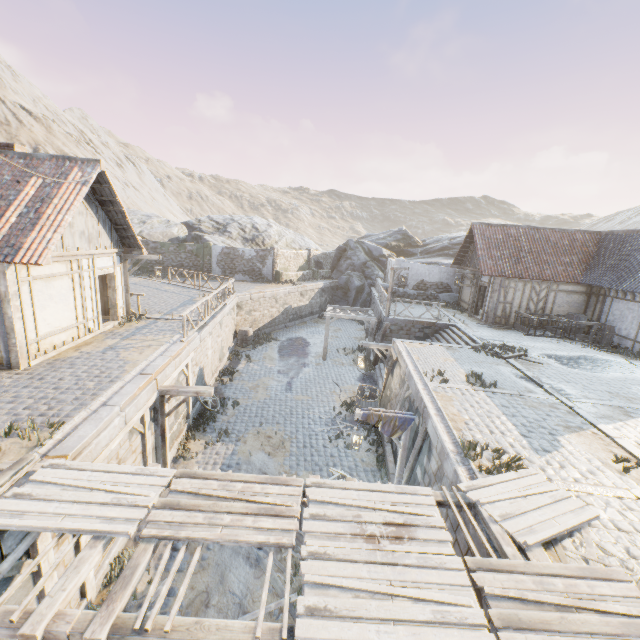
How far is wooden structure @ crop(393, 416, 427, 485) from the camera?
8.63m

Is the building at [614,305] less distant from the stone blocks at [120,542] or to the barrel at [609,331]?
the barrel at [609,331]

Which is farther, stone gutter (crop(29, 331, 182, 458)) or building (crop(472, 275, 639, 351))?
building (crop(472, 275, 639, 351))

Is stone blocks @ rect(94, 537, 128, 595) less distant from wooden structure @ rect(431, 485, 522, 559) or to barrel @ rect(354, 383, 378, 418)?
wooden structure @ rect(431, 485, 522, 559)

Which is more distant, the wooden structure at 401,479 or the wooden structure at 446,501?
the wooden structure at 401,479

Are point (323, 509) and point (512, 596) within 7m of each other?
yes

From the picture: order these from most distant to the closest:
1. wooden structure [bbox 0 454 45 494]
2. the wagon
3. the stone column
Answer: the stone column → the wagon → wooden structure [bbox 0 454 45 494]

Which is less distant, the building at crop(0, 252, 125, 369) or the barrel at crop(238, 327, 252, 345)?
the building at crop(0, 252, 125, 369)
